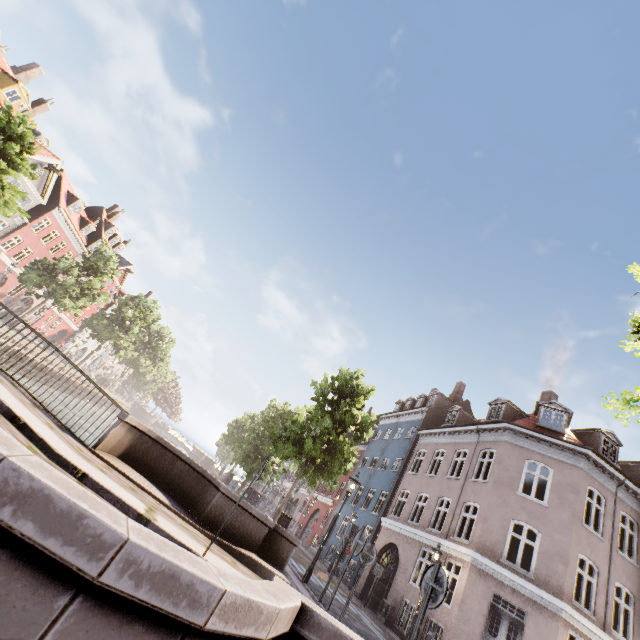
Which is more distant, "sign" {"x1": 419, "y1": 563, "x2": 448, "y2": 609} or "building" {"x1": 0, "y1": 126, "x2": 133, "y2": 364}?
"building" {"x1": 0, "y1": 126, "x2": 133, "y2": 364}

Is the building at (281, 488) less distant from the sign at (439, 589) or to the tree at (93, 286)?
the tree at (93, 286)

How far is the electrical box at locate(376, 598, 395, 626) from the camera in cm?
1550

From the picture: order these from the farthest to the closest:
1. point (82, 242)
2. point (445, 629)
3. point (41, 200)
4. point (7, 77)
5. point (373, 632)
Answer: point (82, 242)
point (41, 200)
point (7, 77)
point (445, 629)
point (373, 632)

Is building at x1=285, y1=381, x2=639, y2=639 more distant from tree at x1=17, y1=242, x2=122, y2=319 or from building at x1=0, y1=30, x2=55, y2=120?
building at x1=0, y1=30, x2=55, y2=120

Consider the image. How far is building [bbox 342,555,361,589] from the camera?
21.15m

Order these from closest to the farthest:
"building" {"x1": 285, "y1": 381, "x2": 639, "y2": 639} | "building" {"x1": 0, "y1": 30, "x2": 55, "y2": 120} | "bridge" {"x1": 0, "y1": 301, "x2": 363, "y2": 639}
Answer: "bridge" {"x1": 0, "y1": 301, "x2": 363, "y2": 639}, "building" {"x1": 285, "y1": 381, "x2": 639, "y2": 639}, "building" {"x1": 0, "y1": 30, "x2": 55, "y2": 120}

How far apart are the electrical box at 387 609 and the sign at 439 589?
15.19m
